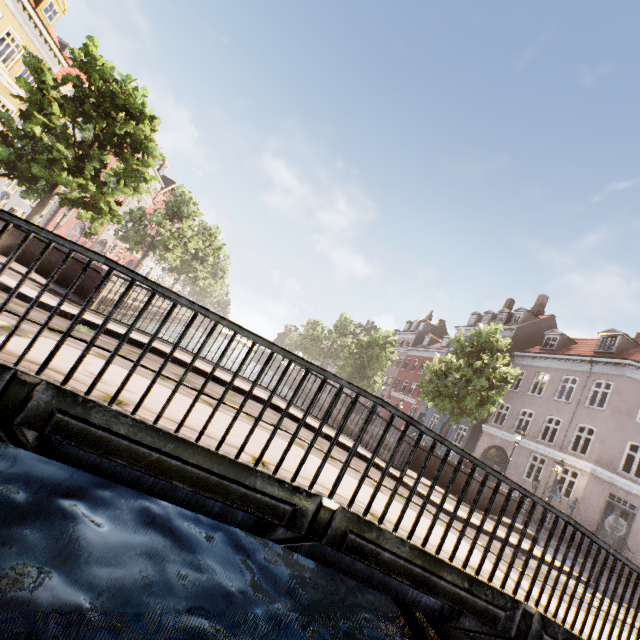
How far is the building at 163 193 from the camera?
37.37m

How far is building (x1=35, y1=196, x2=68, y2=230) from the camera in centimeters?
2672cm

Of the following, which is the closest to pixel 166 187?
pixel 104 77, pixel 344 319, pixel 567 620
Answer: pixel 344 319

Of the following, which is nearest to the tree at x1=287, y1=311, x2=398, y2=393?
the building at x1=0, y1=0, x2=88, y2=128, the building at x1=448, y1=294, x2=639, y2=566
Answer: the building at x1=448, y1=294, x2=639, y2=566

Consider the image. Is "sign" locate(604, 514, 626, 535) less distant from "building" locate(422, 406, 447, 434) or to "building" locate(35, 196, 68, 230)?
"building" locate(422, 406, 447, 434)

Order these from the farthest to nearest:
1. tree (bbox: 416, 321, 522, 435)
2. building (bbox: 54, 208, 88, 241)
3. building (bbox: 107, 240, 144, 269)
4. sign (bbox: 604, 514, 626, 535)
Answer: building (bbox: 107, 240, 144, 269)
building (bbox: 54, 208, 88, 241)
tree (bbox: 416, 321, 522, 435)
sign (bbox: 604, 514, 626, 535)

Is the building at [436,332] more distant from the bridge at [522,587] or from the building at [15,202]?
the building at [15,202]
